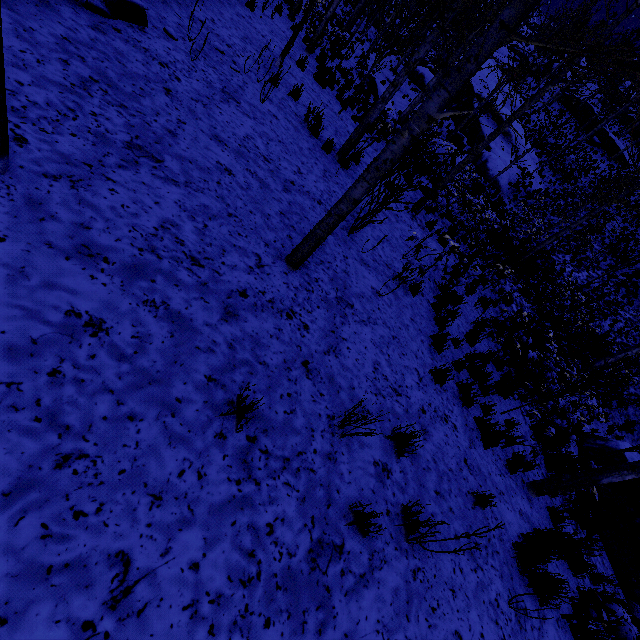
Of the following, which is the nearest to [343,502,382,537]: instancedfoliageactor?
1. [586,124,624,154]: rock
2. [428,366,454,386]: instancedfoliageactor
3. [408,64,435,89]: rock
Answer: [428,366,454,386]: instancedfoliageactor

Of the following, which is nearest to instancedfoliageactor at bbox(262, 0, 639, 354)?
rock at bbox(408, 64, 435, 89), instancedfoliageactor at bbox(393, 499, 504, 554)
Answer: rock at bbox(408, 64, 435, 89)

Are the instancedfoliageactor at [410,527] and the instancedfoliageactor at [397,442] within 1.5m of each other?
yes

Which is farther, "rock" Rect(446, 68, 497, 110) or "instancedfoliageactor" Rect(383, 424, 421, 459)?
"rock" Rect(446, 68, 497, 110)

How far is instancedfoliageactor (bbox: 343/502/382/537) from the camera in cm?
265

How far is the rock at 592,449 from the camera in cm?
1084

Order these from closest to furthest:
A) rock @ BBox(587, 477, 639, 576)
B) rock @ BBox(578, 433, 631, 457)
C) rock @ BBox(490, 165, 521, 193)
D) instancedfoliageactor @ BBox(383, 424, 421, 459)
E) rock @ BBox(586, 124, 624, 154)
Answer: instancedfoliageactor @ BBox(383, 424, 421, 459) < rock @ BBox(587, 477, 639, 576) < rock @ BBox(578, 433, 631, 457) < rock @ BBox(490, 165, 521, 193) < rock @ BBox(586, 124, 624, 154)

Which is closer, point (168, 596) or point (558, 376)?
point (168, 596)
